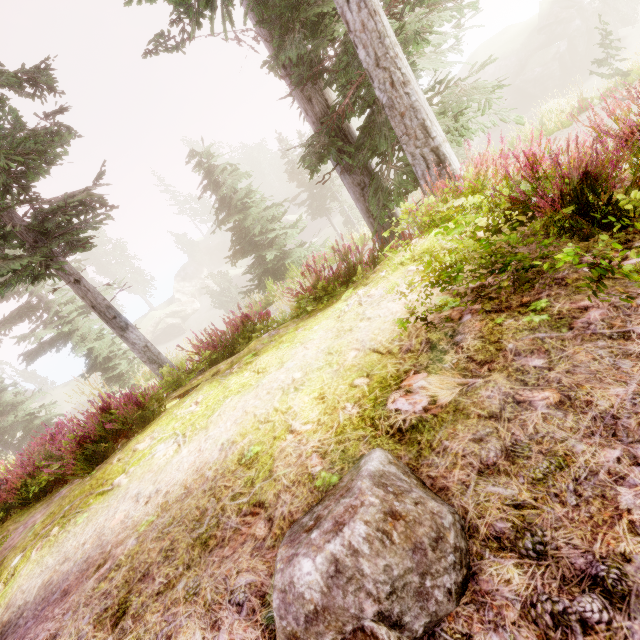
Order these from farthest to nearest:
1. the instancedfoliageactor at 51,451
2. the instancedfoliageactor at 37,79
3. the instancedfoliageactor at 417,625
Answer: the instancedfoliageactor at 37,79 < the instancedfoliageactor at 51,451 < the instancedfoliageactor at 417,625

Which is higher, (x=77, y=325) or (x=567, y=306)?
(x=77, y=325)

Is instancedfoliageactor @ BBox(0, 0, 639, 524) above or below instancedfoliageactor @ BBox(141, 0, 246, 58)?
below

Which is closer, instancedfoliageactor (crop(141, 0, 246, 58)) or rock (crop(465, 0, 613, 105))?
instancedfoliageactor (crop(141, 0, 246, 58))

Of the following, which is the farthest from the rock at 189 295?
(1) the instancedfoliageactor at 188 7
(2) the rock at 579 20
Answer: (2) the rock at 579 20

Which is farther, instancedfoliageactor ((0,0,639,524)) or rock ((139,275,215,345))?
rock ((139,275,215,345))

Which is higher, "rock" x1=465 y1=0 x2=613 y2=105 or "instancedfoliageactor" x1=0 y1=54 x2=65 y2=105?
"instancedfoliageactor" x1=0 y1=54 x2=65 y2=105

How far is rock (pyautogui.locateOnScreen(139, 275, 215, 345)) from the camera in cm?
5303
